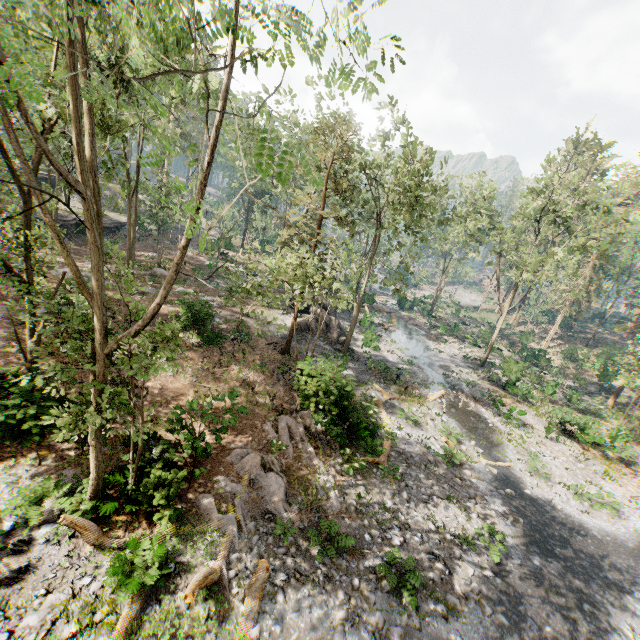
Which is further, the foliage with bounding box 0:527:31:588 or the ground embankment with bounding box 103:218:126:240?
the ground embankment with bounding box 103:218:126:240

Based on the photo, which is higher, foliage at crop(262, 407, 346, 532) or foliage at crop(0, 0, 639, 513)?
foliage at crop(0, 0, 639, 513)

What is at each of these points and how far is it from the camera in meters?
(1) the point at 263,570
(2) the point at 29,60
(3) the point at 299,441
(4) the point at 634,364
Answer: (1) foliage, 9.6 m
(2) foliage, 2.8 m
(3) foliage, 15.2 m
(4) foliage, 25.9 m

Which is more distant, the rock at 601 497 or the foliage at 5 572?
the rock at 601 497

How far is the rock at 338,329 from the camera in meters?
27.9 m

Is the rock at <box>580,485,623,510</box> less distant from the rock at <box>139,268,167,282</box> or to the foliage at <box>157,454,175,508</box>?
the foliage at <box>157,454,175,508</box>

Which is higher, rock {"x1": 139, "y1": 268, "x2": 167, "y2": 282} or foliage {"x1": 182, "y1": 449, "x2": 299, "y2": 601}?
rock {"x1": 139, "y1": 268, "x2": 167, "y2": 282}

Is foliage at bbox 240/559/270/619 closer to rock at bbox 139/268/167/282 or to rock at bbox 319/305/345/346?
rock at bbox 319/305/345/346
